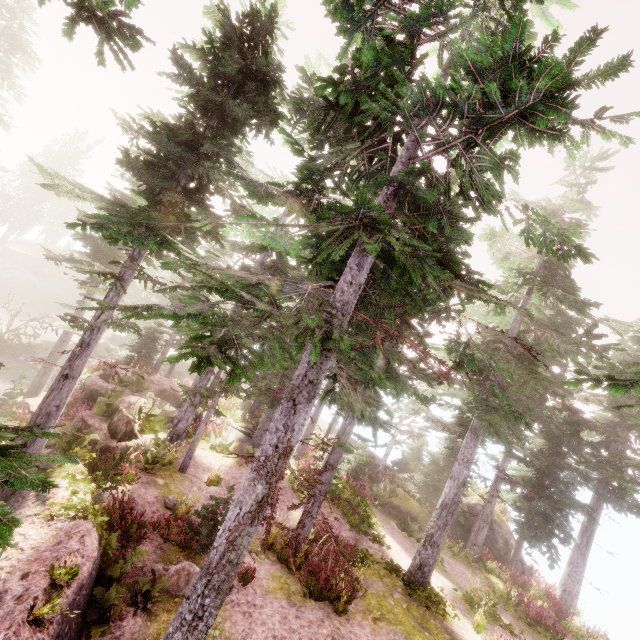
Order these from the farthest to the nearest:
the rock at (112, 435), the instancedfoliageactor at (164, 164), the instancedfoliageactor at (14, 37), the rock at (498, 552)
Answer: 1. the instancedfoliageactor at (14, 37)
2. the rock at (498, 552)
3. the rock at (112, 435)
4. the instancedfoliageactor at (164, 164)

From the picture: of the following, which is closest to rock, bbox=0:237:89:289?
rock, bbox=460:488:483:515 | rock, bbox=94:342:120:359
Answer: rock, bbox=94:342:120:359

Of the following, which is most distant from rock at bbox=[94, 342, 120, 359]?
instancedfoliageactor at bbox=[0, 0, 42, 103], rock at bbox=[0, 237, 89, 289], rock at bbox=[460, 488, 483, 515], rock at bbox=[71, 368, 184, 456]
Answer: rock at bbox=[460, 488, 483, 515]

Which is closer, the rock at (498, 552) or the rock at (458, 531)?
the rock at (498, 552)

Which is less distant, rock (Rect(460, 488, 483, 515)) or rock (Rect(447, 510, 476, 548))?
rock (Rect(447, 510, 476, 548))

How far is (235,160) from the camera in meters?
16.4 m

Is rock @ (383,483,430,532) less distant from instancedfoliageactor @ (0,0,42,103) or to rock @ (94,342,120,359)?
instancedfoliageactor @ (0,0,42,103)

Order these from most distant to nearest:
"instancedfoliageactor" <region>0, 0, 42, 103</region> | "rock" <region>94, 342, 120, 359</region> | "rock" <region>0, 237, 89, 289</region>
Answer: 1. "rock" <region>0, 237, 89, 289</region>
2. "rock" <region>94, 342, 120, 359</region>
3. "instancedfoliageactor" <region>0, 0, 42, 103</region>
